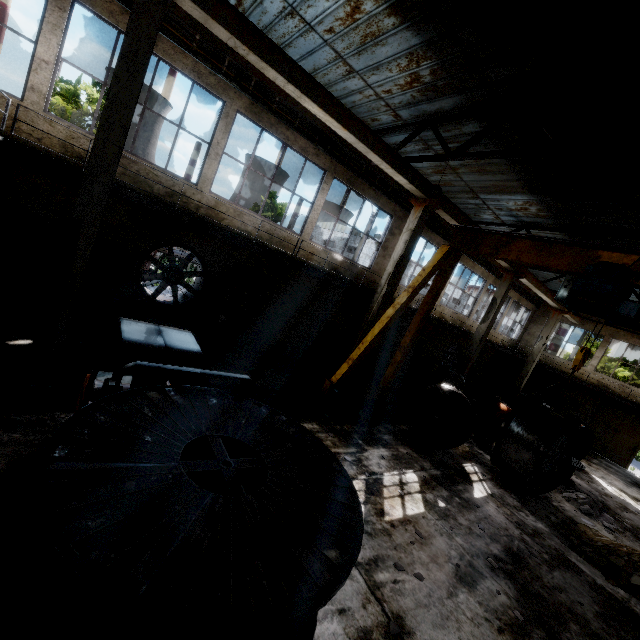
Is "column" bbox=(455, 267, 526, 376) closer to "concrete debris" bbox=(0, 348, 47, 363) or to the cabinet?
the cabinet

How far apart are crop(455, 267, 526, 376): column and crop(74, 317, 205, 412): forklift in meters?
15.1 m

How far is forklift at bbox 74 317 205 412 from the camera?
3.8 meters

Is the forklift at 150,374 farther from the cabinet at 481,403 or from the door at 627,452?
the door at 627,452

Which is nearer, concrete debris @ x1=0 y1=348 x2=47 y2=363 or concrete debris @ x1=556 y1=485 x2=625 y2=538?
concrete debris @ x1=0 y1=348 x2=47 y2=363

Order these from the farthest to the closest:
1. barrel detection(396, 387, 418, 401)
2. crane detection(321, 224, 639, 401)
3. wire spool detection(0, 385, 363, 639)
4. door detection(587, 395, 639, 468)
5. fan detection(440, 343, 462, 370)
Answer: fan detection(440, 343, 462, 370) → door detection(587, 395, 639, 468) → barrel detection(396, 387, 418, 401) → crane detection(321, 224, 639, 401) → wire spool detection(0, 385, 363, 639)

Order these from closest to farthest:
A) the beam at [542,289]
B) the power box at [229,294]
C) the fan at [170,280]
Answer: the fan at [170,280] < the power box at [229,294] < the beam at [542,289]

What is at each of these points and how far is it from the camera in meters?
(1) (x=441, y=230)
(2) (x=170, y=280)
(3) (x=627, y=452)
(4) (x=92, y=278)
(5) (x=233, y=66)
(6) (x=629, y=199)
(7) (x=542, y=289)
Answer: (1) wires, 16.5
(2) fan, 10.5
(3) door, 20.6
(4) power box, 9.3
(5) wires, 9.3
(6) roof support, 5.8
(7) beam, 18.4
